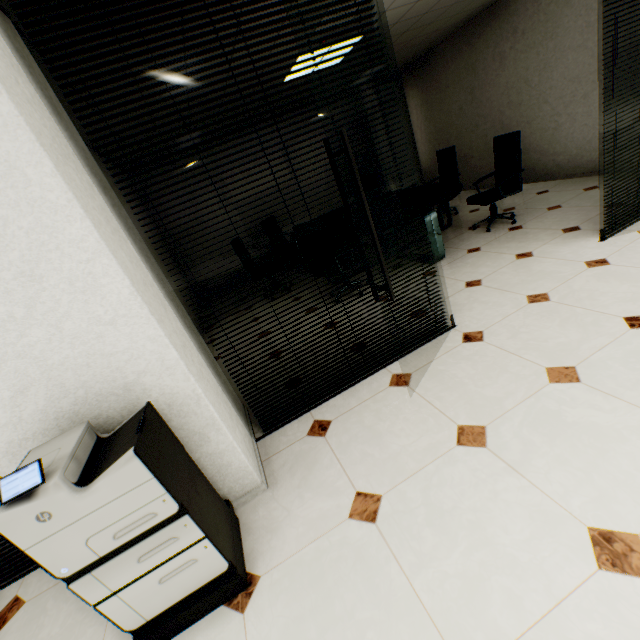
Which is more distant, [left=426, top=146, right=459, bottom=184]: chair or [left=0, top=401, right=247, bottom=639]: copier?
[left=426, top=146, right=459, bottom=184]: chair

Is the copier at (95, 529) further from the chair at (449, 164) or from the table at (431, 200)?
the chair at (449, 164)

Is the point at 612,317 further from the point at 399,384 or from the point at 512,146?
the point at 512,146

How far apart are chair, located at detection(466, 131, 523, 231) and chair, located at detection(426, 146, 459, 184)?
1.1m

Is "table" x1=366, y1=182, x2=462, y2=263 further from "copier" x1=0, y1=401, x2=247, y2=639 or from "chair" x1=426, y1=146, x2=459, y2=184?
"copier" x1=0, y1=401, x2=247, y2=639

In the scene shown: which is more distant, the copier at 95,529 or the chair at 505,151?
the chair at 505,151

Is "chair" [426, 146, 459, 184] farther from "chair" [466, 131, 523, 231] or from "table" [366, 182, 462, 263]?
"chair" [466, 131, 523, 231]
